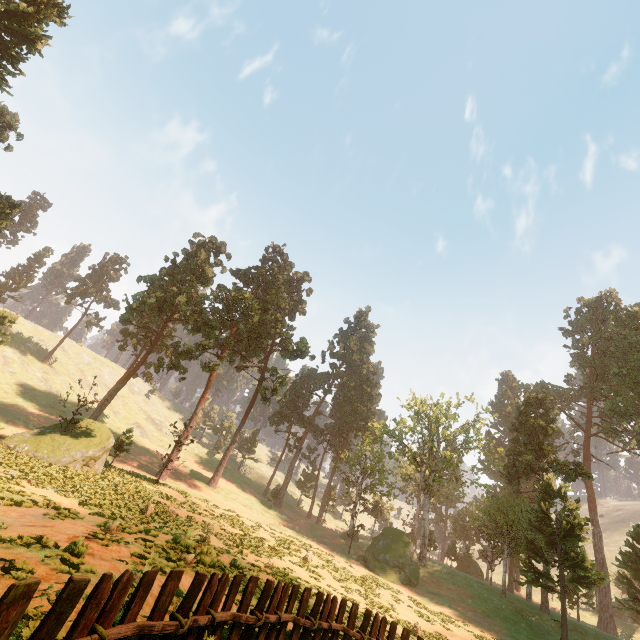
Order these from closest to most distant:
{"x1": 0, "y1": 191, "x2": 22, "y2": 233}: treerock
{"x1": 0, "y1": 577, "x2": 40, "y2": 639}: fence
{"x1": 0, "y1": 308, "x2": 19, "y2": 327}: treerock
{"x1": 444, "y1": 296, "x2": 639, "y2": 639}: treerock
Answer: {"x1": 0, "y1": 577, "x2": 40, "y2": 639}: fence < {"x1": 0, "y1": 191, "x2": 22, "y2": 233}: treerock < {"x1": 444, "y1": 296, "x2": 639, "y2": 639}: treerock < {"x1": 0, "y1": 308, "x2": 19, "y2": 327}: treerock

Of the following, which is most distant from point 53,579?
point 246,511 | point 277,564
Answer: point 246,511

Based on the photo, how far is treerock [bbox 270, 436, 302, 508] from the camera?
51.03m

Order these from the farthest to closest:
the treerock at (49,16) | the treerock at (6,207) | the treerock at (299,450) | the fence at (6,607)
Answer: the treerock at (299,450)
the treerock at (6,207)
the treerock at (49,16)
the fence at (6,607)

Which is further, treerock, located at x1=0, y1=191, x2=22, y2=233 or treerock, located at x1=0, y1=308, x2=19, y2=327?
treerock, located at x1=0, y1=308, x2=19, y2=327

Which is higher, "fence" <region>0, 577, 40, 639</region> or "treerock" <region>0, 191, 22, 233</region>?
"treerock" <region>0, 191, 22, 233</region>

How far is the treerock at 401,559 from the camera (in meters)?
36.88
